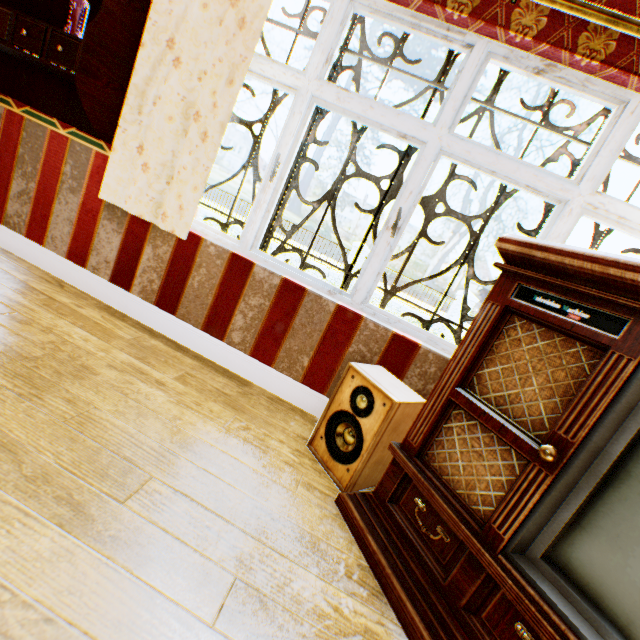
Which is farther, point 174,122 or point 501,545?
point 174,122

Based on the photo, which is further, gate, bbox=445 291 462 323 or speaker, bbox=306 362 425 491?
gate, bbox=445 291 462 323

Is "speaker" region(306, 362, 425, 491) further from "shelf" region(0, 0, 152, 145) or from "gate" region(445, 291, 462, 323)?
"gate" region(445, 291, 462, 323)

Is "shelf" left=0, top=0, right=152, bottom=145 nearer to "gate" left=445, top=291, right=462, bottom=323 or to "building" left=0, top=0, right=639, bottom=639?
"building" left=0, top=0, right=639, bottom=639

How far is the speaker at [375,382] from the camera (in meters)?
1.57

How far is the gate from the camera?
15.1m

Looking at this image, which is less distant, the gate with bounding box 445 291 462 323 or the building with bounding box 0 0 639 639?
the building with bounding box 0 0 639 639

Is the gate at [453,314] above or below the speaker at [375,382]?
above
